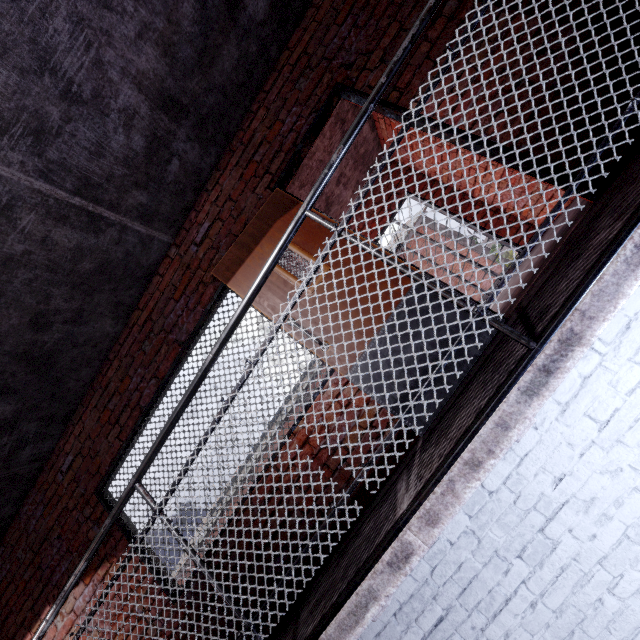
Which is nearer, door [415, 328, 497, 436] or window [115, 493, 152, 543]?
door [415, 328, 497, 436]

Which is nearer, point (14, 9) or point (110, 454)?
point (14, 9)

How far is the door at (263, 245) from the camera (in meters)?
2.77

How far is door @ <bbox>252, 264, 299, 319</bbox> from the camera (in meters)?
2.64

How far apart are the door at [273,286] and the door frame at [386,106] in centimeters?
0cm

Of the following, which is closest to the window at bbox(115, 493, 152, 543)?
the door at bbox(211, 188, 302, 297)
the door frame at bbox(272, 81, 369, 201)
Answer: the door at bbox(211, 188, 302, 297)

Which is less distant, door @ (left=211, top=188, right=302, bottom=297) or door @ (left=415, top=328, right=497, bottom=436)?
door @ (left=415, top=328, right=497, bottom=436)
